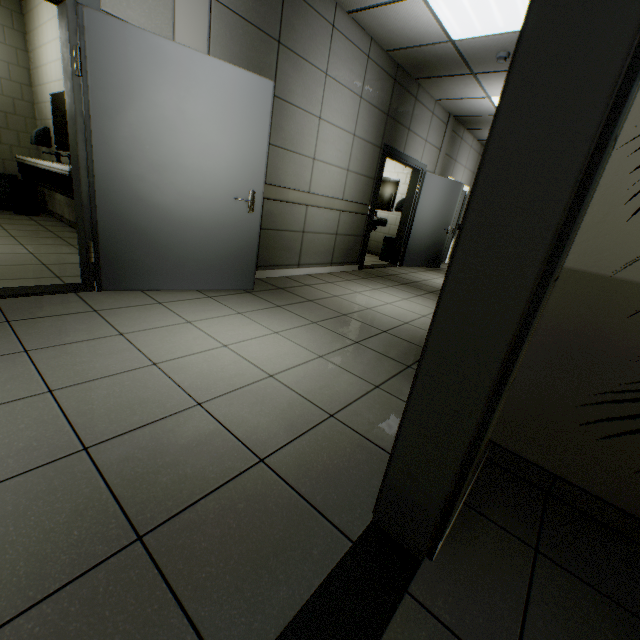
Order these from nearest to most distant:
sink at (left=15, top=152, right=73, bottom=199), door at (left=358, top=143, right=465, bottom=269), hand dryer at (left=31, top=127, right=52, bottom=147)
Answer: sink at (left=15, top=152, right=73, bottom=199) → hand dryer at (left=31, top=127, right=52, bottom=147) → door at (left=358, top=143, right=465, bottom=269)

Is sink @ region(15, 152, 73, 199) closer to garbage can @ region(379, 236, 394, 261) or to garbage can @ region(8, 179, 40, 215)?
garbage can @ region(8, 179, 40, 215)

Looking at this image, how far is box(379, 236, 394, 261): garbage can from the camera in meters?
7.8

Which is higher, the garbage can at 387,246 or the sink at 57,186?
the sink at 57,186

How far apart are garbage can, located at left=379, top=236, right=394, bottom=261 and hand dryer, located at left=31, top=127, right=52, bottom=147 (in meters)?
6.66

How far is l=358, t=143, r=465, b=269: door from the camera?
6.0 meters

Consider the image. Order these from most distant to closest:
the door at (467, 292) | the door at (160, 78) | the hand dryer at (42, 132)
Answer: the hand dryer at (42, 132), the door at (160, 78), the door at (467, 292)

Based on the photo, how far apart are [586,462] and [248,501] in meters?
1.4 m
